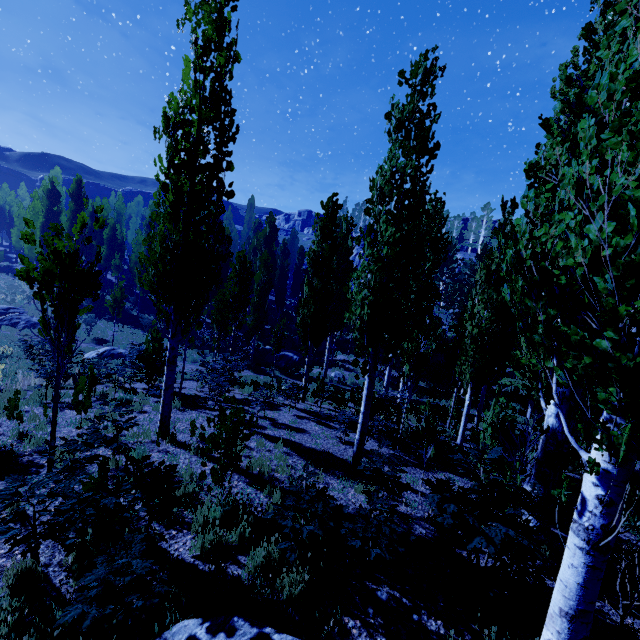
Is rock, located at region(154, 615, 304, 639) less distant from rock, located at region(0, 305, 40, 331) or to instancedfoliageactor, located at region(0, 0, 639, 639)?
instancedfoliageactor, located at region(0, 0, 639, 639)

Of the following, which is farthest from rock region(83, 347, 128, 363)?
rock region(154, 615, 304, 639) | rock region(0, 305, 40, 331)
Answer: Answer: rock region(154, 615, 304, 639)

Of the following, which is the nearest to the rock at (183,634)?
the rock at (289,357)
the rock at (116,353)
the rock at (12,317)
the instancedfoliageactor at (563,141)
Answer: the instancedfoliageactor at (563,141)

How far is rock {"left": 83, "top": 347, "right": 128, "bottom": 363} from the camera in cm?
1977

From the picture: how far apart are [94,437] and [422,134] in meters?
8.9

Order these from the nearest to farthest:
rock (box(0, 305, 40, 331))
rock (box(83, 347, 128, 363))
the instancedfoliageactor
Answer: the instancedfoliageactor
rock (box(83, 347, 128, 363))
rock (box(0, 305, 40, 331))

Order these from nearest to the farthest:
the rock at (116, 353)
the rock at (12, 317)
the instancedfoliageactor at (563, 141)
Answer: the instancedfoliageactor at (563, 141), the rock at (116, 353), the rock at (12, 317)

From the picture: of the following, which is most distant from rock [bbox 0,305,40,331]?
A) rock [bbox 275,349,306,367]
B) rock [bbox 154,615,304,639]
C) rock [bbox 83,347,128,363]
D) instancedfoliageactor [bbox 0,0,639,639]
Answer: rock [bbox 154,615,304,639]
